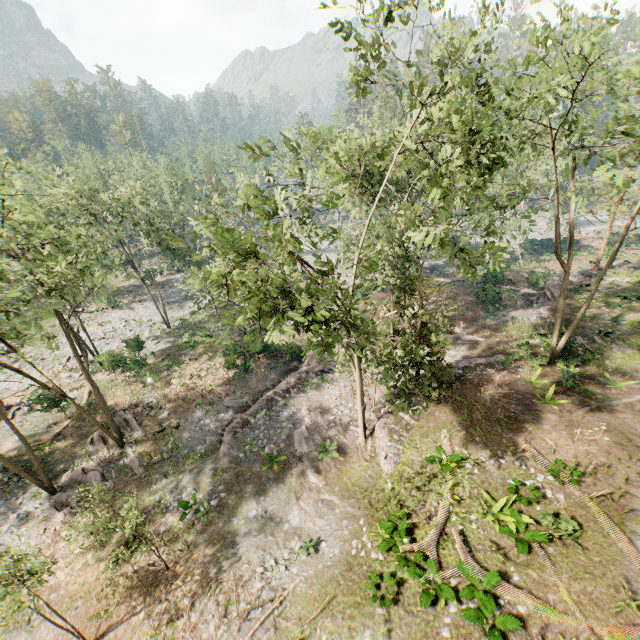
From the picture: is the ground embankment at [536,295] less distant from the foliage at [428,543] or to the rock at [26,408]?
the foliage at [428,543]

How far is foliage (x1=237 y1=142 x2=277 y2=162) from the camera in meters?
12.0 m

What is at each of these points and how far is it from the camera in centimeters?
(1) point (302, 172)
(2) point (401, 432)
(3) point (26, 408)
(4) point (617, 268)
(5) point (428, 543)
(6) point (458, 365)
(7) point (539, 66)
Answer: (1) foliage, 1235cm
(2) ground embankment, 1825cm
(3) rock, 2888cm
(4) ground embankment, 3150cm
(5) foliage, 1290cm
(6) ground embankment, 2258cm
(7) foliage, 1410cm

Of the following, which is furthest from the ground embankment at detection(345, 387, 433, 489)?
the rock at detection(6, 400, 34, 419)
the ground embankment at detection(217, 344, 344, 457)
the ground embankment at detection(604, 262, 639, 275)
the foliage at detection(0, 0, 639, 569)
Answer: the rock at detection(6, 400, 34, 419)

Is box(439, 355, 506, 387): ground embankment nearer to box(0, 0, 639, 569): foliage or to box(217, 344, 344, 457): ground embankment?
box(0, 0, 639, 569): foliage

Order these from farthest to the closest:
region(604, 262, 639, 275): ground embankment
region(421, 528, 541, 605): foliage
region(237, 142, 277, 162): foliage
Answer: region(604, 262, 639, 275): ground embankment
region(237, 142, 277, 162): foliage
region(421, 528, 541, 605): foliage

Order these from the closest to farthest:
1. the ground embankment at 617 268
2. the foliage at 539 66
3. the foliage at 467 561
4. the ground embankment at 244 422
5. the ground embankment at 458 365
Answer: the foliage at 539 66 → the foliage at 467 561 → the ground embankment at 458 365 → the ground embankment at 244 422 → the ground embankment at 617 268
